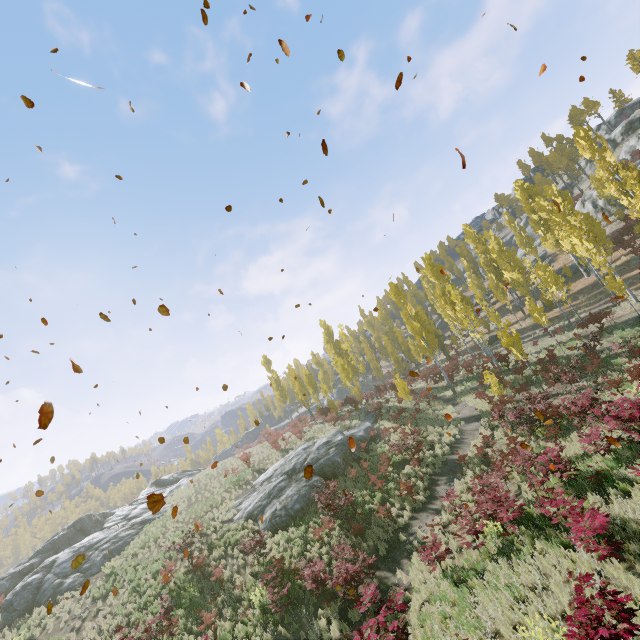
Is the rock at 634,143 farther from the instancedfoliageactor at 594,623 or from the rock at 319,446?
the rock at 319,446

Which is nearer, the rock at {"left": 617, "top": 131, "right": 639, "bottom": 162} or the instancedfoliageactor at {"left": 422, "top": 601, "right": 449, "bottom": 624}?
the instancedfoliageactor at {"left": 422, "top": 601, "right": 449, "bottom": 624}

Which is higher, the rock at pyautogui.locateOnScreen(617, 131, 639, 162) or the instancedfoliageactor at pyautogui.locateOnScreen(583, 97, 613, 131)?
the instancedfoliageactor at pyautogui.locateOnScreen(583, 97, 613, 131)

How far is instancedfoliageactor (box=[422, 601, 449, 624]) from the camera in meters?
8.5

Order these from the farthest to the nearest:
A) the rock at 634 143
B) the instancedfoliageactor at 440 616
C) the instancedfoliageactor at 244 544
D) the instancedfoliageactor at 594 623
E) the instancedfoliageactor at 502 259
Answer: the rock at 634 143
the instancedfoliageactor at 244 544
the instancedfoliageactor at 502 259
the instancedfoliageactor at 440 616
the instancedfoliageactor at 594 623

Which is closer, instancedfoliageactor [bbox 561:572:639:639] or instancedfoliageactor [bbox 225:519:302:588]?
instancedfoliageactor [bbox 561:572:639:639]

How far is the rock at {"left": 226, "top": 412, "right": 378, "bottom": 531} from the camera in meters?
18.8

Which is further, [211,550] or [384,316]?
[384,316]
